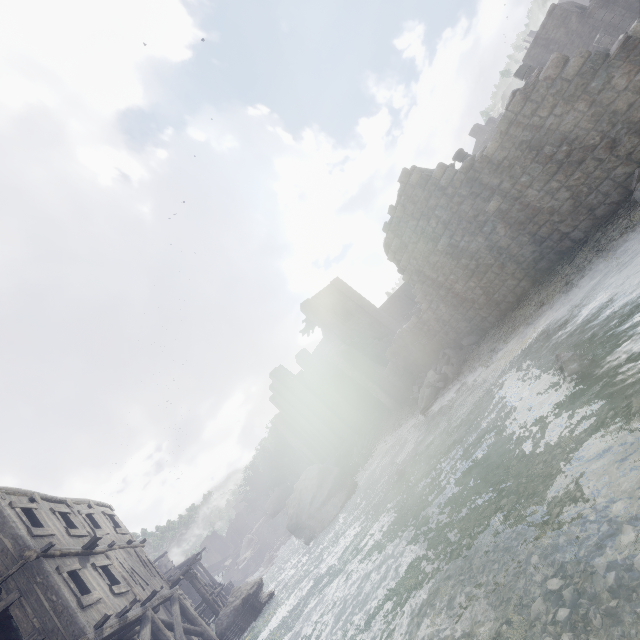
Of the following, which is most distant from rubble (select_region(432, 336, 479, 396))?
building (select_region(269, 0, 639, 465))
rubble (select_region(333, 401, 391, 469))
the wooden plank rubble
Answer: the wooden plank rubble

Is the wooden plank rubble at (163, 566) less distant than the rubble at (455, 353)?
No

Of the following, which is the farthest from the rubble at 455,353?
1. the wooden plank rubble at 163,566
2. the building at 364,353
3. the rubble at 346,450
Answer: the wooden plank rubble at 163,566

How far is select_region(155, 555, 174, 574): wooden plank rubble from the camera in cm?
3812

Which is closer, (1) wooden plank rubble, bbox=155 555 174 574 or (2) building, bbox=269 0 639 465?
(2) building, bbox=269 0 639 465

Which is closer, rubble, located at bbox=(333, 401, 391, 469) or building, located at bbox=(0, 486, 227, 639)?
building, located at bbox=(0, 486, 227, 639)

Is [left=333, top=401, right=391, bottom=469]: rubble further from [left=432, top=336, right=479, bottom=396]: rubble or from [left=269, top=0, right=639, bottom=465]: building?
[left=432, top=336, right=479, bottom=396]: rubble

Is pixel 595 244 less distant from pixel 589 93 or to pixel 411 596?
pixel 589 93
